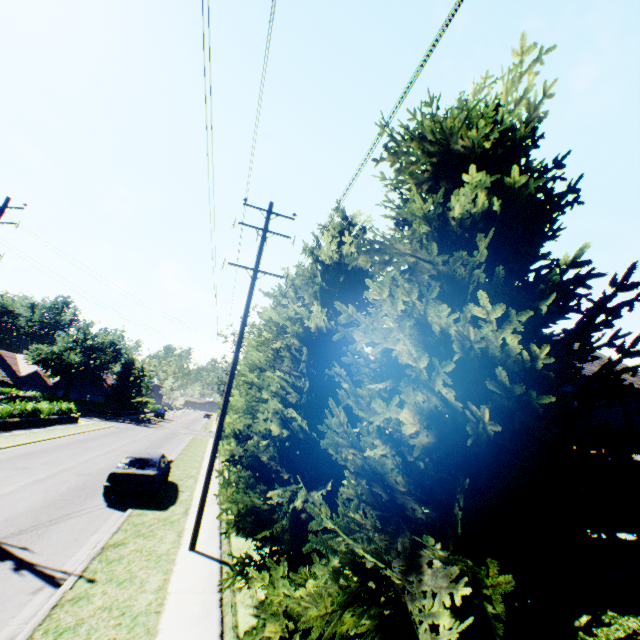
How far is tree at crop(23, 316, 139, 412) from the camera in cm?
4869

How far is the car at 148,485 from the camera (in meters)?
12.24

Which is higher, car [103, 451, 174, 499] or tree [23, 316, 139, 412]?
tree [23, 316, 139, 412]

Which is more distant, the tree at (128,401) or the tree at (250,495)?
the tree at (128,401)

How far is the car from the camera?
12.2 meters

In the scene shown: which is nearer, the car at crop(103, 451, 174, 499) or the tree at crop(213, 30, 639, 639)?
the tree at crop(213, 30, 639, 639)

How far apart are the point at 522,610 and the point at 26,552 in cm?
1092

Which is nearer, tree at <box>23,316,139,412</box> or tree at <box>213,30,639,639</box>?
tree at <box>213,30,639,639</box>
